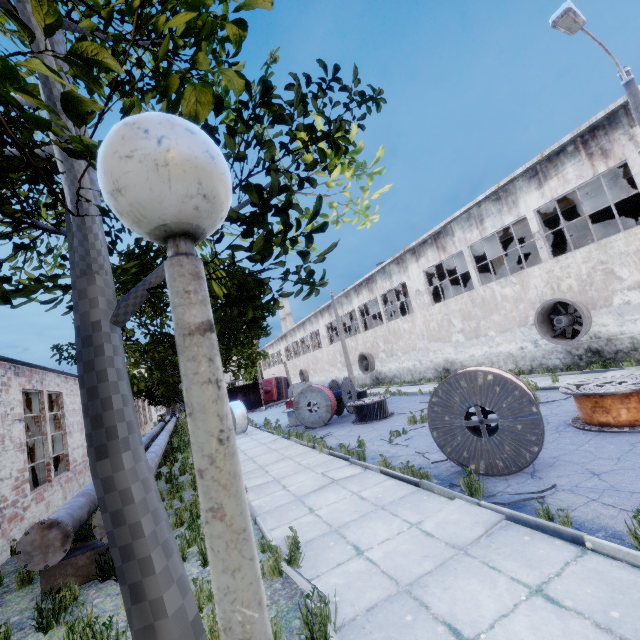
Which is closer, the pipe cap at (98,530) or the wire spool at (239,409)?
the pipe cap at (98,530)

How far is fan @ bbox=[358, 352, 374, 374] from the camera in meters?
30.2 m

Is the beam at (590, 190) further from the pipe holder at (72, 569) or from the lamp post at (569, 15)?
the pipe holder at (72, 569)

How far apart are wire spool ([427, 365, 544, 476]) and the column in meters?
15.7 m

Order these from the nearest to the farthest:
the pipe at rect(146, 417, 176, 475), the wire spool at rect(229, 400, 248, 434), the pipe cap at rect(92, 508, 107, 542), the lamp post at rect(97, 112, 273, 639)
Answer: the lamp post at rect(97, 112, 273, 639), the pipe cap at rect(92, 508, 107, 542), the pipe at rect(146, 417, 176, 475), the wire spool at rect(229, 400, 248, 434)

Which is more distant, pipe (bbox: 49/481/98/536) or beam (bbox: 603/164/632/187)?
beam (bbox: 603/164/632/187)

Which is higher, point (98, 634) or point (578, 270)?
point (578, 270)

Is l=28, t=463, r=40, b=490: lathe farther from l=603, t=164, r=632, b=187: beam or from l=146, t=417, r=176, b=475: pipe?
l=603, t=164, r=632, b=187: beam
